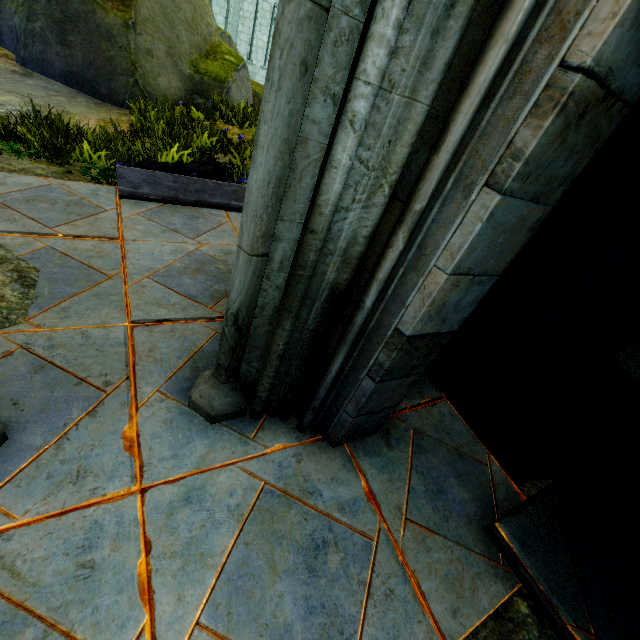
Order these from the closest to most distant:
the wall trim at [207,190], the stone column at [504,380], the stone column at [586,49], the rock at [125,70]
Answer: the stone column at [586,49]
the stone column at [504,380]
the wall trim at [207,190]
the rock at [125,70]

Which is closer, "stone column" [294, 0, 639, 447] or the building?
"stone column" [294, 0, 639, 447]

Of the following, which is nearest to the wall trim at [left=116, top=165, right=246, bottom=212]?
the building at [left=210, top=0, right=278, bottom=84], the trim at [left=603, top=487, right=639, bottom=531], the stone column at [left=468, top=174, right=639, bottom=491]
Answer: the building at [left=210, top=0, right=278, bottom=84]

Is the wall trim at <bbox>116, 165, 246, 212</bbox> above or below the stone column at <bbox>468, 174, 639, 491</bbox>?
below

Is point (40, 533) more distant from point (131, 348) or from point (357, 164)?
point (357, 164)

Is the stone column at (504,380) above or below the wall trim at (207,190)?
above

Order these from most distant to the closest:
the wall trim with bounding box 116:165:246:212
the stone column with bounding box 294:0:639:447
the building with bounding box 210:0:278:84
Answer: the building with bounding box 210:0:278:84, the wall trim with bounding box 116:165:246:212, the stone column with bounding box 294:0:639:447

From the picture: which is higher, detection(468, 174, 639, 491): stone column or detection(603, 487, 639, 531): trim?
detection(468, 174, 639, 491): stone column
